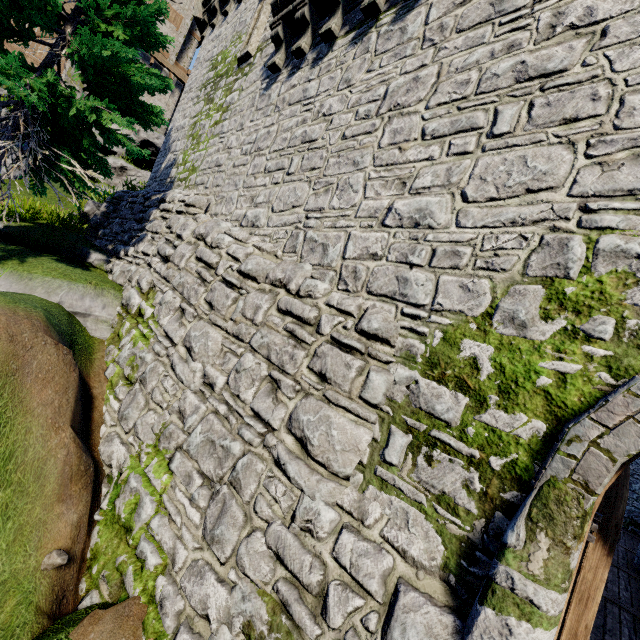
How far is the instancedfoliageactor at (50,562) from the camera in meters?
3.7 m

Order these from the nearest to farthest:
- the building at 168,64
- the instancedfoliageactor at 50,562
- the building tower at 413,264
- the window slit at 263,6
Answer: the building tower at 413,264 < the instancedfoliageactor at 50,562 < the window slit at 263,6 < the building at 168,64

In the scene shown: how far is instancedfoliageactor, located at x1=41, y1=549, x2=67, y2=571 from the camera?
3.7m

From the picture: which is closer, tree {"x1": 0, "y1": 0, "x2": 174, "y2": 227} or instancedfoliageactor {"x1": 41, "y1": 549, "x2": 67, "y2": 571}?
instancedfoliageactor {"x1": 41, "y1": 549, "x2": 67, "y2": 571}

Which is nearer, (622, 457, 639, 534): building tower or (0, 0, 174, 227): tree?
(0, 0, 174, 227): tree

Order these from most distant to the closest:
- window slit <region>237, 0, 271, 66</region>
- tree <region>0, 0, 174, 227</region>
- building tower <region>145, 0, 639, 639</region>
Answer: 1. window slit <region>237, 0, 271, 66</region>
2. tree <region>0, 0, 174, 227</region>
3. building tower <region>145, 0, 639, 639</region>

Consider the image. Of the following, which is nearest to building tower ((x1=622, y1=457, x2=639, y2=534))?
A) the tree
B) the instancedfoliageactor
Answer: the tree

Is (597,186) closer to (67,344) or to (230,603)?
(230,603)
